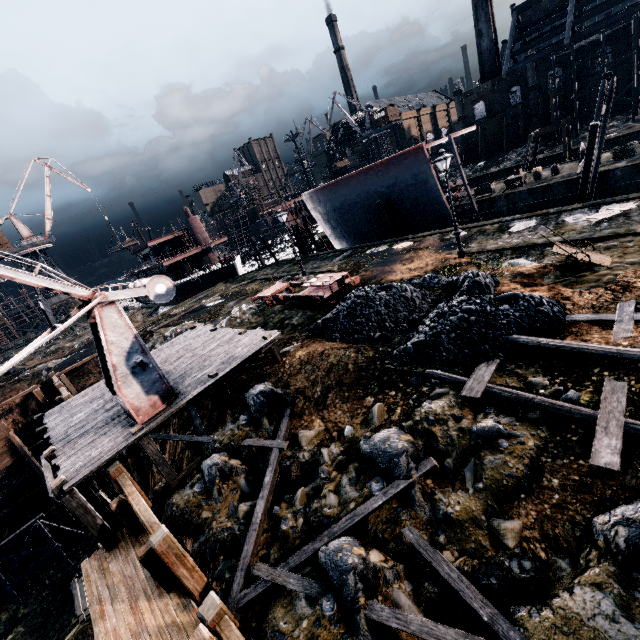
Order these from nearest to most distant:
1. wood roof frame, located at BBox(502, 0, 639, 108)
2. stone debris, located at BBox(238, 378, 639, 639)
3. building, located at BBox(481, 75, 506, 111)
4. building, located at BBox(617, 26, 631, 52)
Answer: stone debris, located at BBox(238, 378, 639, 639) → building, located at BBox(617, 26, 631, 52) → wood roof frame, located at BBox(502, 0, 639, 108) → building, located at BBox(481, 75, 506, 111)

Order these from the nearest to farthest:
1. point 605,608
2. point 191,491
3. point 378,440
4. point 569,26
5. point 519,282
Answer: point 605,608, point 378,440, point 191,491, point 519,282, point 569,26

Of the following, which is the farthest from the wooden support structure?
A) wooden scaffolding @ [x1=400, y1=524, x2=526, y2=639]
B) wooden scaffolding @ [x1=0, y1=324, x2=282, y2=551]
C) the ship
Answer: the ship

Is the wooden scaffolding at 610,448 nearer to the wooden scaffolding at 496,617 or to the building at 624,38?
A: the wooden scaffolding at 496,617

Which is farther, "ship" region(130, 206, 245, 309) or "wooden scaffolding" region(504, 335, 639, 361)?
"ship" region(130, 206, 245, 309)

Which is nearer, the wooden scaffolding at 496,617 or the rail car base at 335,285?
the wooden scaffolding at 496,617

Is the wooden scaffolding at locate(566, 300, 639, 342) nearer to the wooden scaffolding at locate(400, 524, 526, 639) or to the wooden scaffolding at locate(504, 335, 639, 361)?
the wooden scaffolding at locate(504, 335, 639, 361)

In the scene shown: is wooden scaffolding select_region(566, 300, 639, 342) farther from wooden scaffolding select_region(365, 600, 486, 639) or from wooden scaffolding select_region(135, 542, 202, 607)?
wooden scaffolding select_region(135, 542, 202, 607)
